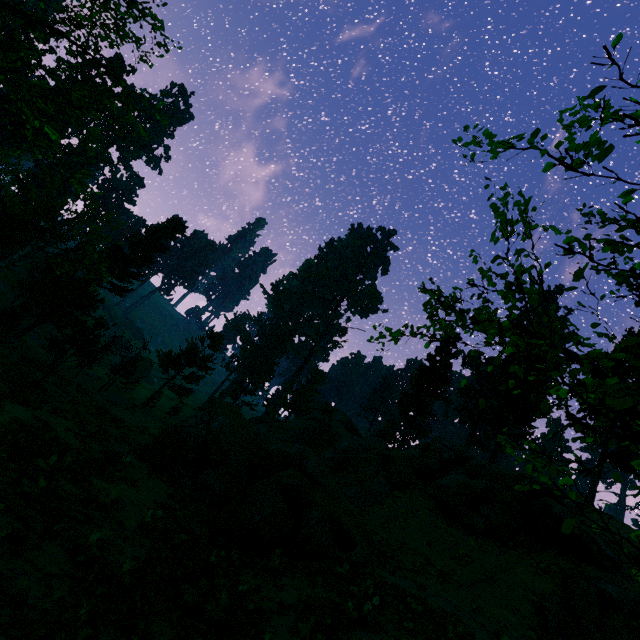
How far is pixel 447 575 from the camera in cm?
1410

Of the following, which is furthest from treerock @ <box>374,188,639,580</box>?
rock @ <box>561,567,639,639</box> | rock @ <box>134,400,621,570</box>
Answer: rock @ <box>561,567,639,639</box>

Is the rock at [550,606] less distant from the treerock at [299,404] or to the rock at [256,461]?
the rock at [256,461]

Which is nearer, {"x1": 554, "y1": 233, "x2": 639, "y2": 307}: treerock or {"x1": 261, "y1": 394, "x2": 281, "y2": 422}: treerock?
{"x1": 554, "y1": 233, "x2": 639, "y2": 307}: treerock

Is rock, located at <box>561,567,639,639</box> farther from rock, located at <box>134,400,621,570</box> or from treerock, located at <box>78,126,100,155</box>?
treerock, located at <box>78,126,100,155</box>

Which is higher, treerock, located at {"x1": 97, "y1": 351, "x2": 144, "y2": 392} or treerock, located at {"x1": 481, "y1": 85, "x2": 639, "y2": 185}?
treerock, located at {"x1": 481, "y1": 85, "x2": 639, "y2": 185}
